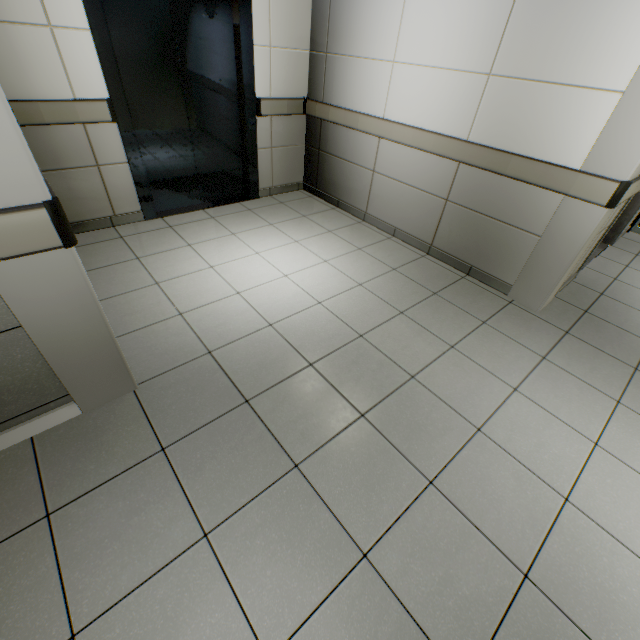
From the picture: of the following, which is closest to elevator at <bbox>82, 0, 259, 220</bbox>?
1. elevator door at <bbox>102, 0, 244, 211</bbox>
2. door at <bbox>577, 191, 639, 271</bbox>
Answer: elevator door at <bbox>102, 0, 244, 211</bbox>

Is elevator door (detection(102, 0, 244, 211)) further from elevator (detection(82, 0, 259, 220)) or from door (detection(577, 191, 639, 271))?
door (detection(577, 191, 639, 271))

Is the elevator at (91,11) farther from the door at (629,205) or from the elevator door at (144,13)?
the door at (629,205)

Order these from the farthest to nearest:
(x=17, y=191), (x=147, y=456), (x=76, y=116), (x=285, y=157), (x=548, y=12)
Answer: (x=285, y=157), (x=76, y=116), (x=548, y=12), (x=147, y=456), (x=17, y=191)
